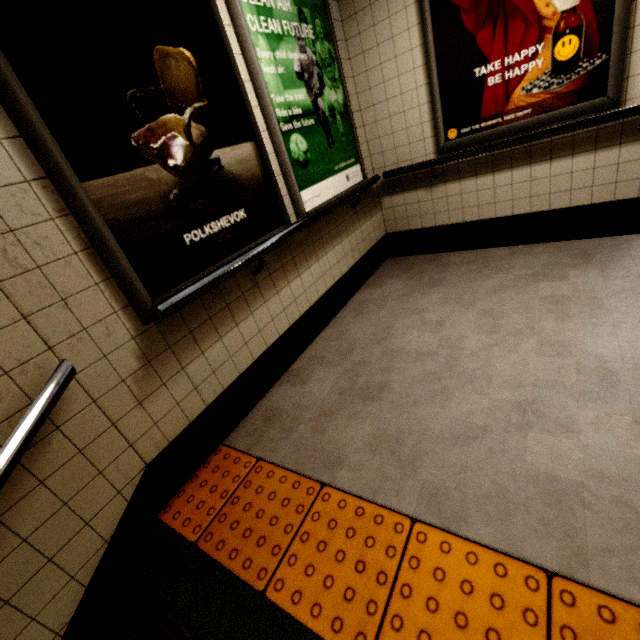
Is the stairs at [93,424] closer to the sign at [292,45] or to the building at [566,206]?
the building at [566,206]

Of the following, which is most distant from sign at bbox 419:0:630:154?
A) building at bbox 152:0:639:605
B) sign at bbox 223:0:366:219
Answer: sign at bbox 223:0:366:219

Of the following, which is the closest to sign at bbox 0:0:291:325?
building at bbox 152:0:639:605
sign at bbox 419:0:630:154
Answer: building at bbox 152:0:639:605

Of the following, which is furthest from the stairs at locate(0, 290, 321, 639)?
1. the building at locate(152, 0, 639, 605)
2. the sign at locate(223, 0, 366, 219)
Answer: the sign at locate(223, 0, 366, 219)

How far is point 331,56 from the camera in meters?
2.8

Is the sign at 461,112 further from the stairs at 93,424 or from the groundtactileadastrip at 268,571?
the stairs at 93,424

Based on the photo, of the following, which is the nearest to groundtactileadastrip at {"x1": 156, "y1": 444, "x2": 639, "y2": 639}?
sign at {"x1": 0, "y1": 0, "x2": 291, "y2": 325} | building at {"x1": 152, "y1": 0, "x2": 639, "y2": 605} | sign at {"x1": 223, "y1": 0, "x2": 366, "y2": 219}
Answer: building at {"x1": 152, "y1": 0, "x2": 639, "y2": 605}

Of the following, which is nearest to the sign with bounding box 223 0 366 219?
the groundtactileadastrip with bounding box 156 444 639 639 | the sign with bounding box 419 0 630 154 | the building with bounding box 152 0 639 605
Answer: the building with bounding box 152 0 639 605
